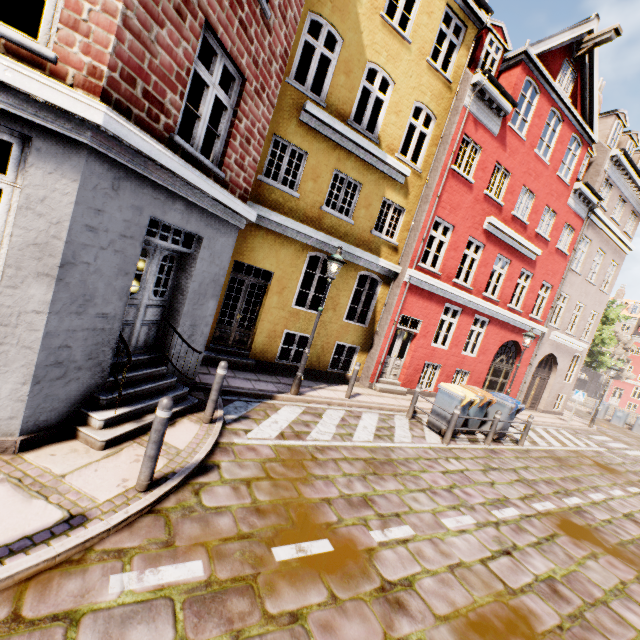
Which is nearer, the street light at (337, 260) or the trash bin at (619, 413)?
the street light at (337, 260)

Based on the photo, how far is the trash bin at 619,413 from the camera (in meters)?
24.27

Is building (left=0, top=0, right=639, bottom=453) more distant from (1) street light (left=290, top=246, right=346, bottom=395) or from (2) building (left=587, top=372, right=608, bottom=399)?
(1) street light (left=290, top=246, right=346, bottom=395)

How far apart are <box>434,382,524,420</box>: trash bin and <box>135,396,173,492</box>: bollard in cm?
888

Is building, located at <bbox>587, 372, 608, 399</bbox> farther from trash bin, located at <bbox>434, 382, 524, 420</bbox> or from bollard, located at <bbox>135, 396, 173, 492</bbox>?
trash bin, located at <bbox>434, 382, 524, 420</bbox>

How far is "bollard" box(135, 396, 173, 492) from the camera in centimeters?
355cm

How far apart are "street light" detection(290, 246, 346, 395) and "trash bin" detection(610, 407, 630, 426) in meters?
28.9 m

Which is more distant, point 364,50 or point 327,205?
point 327,205
